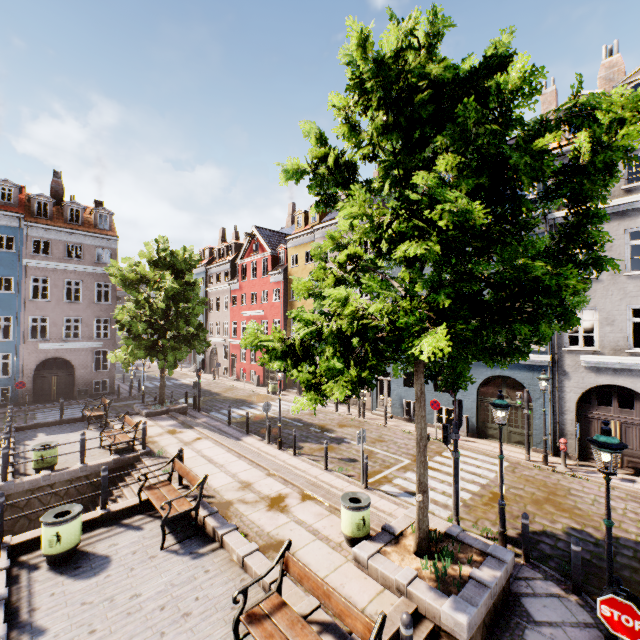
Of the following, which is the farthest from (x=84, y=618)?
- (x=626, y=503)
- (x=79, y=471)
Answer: (x=626, y=503)

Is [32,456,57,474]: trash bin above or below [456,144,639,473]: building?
below

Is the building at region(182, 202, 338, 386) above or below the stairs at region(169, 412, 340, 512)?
above

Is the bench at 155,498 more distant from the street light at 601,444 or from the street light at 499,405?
the street light at 601,444

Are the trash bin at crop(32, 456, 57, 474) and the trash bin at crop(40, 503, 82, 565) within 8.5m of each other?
yes

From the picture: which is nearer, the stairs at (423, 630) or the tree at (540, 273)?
the tree at (540, 273)

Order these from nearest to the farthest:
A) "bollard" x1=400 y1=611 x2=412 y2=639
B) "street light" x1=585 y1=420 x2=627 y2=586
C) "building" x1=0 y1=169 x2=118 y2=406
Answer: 1. "bollard" x1=400 y1=611 x2=412 y2=639
2. "street light" x1=585 y1=420 x2=627 y2=586
3. "building" x1=0 y1=169 x2=118 y2=406

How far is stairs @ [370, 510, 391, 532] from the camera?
8.0 meters
